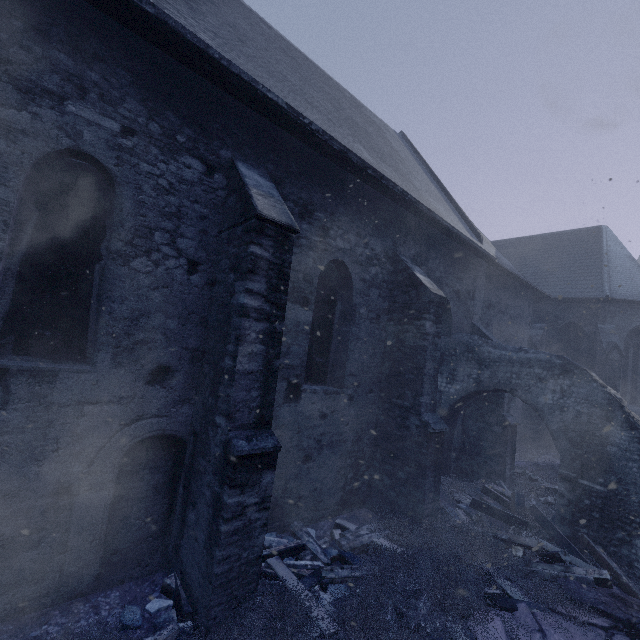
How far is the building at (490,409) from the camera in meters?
9.2 m

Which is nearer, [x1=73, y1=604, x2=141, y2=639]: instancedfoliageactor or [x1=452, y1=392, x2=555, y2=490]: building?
[x1=73, y1=604, x2=141, y2=639]: instancedfoliageactor

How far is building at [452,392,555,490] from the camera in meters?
9.2

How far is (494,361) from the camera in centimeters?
834cm

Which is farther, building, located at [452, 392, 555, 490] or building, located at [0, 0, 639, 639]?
building, located at [452, 392, 555, 490]

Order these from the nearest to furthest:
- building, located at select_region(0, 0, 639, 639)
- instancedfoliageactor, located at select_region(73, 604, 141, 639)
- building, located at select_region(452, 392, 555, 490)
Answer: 1. instancedfoliageactor, located at select_region(73, 604, 141, 639)
2. building, located at select_region(0, 0, 639, 639)
3. building, located at select_region(452, 392, 555, 490)

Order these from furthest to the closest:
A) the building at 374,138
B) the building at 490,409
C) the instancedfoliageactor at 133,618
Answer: the building at 490,409, the building at 374,138, the instancedfoliageactor at 133,618
